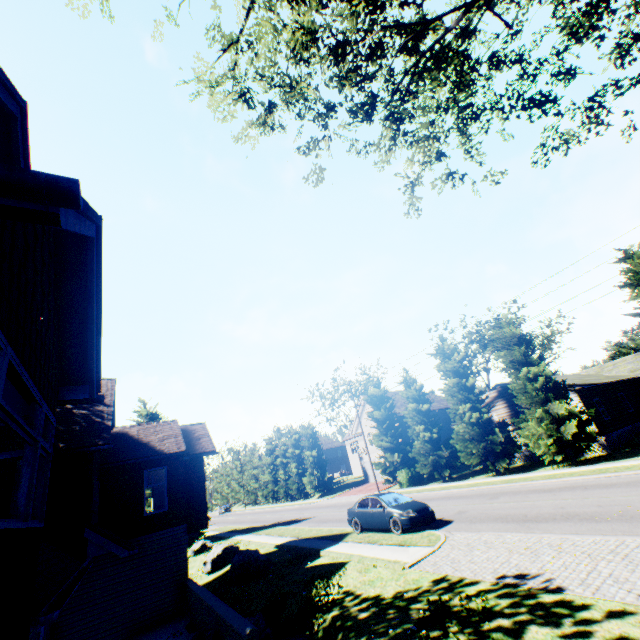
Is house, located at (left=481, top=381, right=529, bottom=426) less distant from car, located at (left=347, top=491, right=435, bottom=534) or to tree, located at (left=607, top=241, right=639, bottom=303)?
tree, located at (left=607, top=241, right=639, bottom=303)

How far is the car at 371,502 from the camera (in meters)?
13.97

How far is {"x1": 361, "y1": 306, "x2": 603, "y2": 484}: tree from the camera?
21.1m

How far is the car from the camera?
13.97m

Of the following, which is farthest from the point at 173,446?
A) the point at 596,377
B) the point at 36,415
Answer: the point at 596,377

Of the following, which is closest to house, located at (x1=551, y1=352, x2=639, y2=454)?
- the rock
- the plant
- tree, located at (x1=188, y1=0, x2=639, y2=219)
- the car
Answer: tree, located at (x1=188, y1=0, x2=639, y2=219)

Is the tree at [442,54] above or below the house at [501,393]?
above

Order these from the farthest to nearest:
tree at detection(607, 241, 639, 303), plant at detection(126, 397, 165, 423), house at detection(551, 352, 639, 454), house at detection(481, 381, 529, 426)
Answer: plant at detection(126, 397, 165, 423) → house at detection(481, 381, 529, 426) → house at detection(551, 352, 639, 454) → tree at detection(607, 241, 639, 303)
